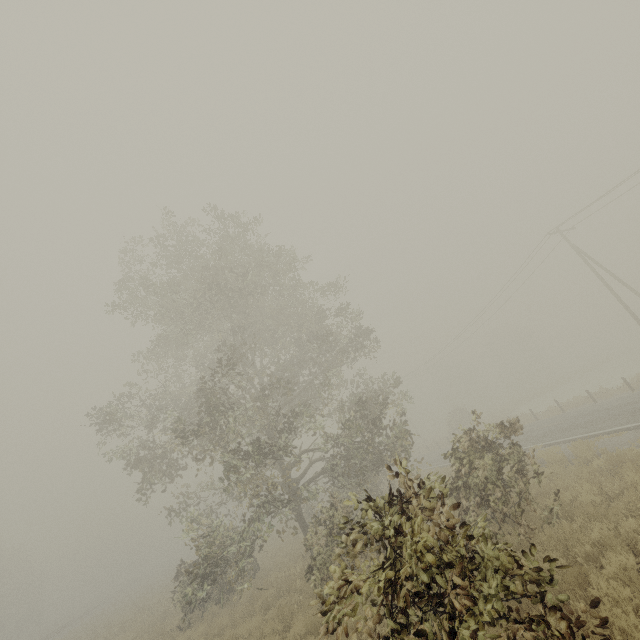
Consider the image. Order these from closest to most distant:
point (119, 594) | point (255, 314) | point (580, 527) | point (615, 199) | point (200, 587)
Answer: point (580, 527)
point (200, 587)
point (255, 314)
point (615, 199)
point (119, 594)
